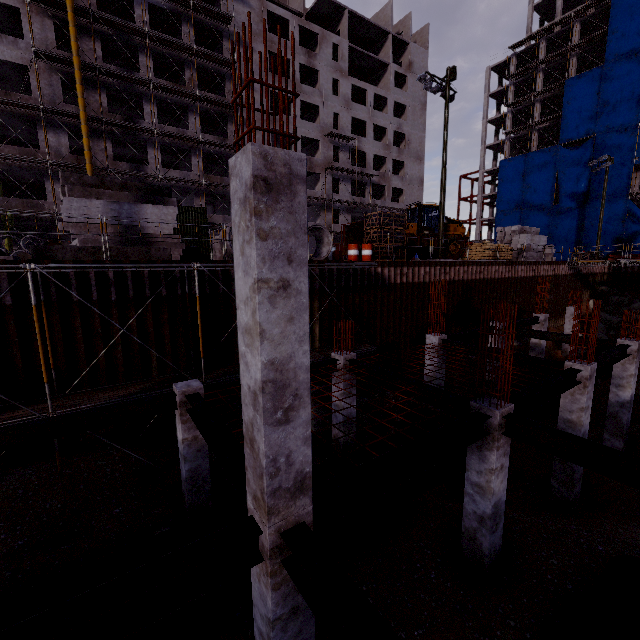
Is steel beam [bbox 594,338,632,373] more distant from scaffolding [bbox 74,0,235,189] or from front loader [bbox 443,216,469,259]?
scaffolding [bbox 74,0,235,189]

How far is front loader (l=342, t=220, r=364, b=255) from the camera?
22.7 meters

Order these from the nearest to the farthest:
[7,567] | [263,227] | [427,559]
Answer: [263,227] < [7,567] < [427,559]

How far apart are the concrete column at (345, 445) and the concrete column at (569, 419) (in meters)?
6.17

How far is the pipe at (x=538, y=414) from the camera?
12.4m

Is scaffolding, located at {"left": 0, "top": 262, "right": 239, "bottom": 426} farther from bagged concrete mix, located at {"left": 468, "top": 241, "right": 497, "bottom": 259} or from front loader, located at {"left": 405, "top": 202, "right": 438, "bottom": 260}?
bagged concrete mix, located at {"left": 468, "top": 241, "right": 497, "bottom": 259}

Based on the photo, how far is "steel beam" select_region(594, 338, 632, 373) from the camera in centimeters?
1039cm

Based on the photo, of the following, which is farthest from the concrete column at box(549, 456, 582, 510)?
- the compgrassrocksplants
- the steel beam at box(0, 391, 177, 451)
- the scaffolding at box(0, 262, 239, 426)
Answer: the compgrassrocksplants
